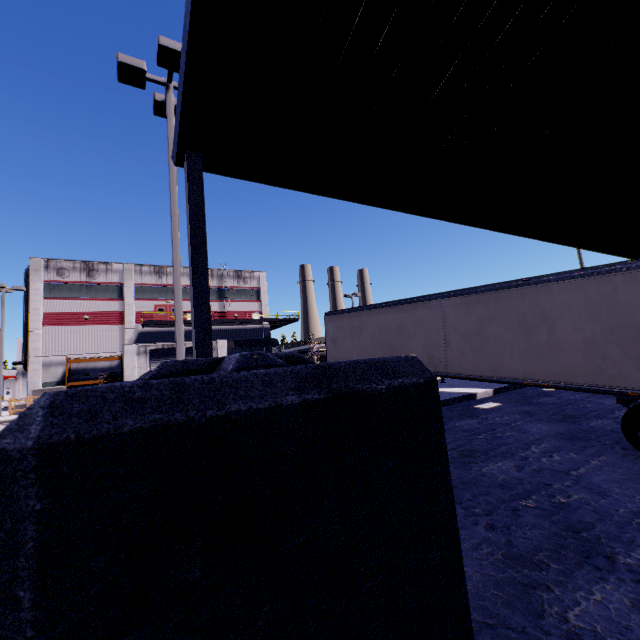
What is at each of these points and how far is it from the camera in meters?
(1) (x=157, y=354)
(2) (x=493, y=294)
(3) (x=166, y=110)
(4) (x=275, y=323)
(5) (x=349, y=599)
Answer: (1) roll-up door, 29.8
(2) semi trailer, 9.2
(3) light, 8.8
(4) balcony, 45.8
(5) concrete block, 0.7

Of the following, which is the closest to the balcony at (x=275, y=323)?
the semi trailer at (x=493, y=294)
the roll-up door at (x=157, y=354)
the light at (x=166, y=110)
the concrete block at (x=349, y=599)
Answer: the semi trailer at (x=493, y=294)

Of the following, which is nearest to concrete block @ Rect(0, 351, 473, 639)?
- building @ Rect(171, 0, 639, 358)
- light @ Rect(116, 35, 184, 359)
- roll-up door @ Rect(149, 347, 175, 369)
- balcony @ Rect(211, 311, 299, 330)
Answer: building @ Rect(171, 0, 639, 358)

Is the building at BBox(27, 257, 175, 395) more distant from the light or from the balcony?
the light

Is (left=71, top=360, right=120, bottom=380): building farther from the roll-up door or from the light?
the light

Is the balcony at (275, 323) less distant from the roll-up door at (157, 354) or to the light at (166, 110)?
the roll-up door at (157, 354)

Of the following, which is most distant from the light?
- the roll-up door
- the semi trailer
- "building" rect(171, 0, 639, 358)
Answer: the roll-up door

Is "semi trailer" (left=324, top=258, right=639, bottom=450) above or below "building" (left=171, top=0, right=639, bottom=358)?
below
